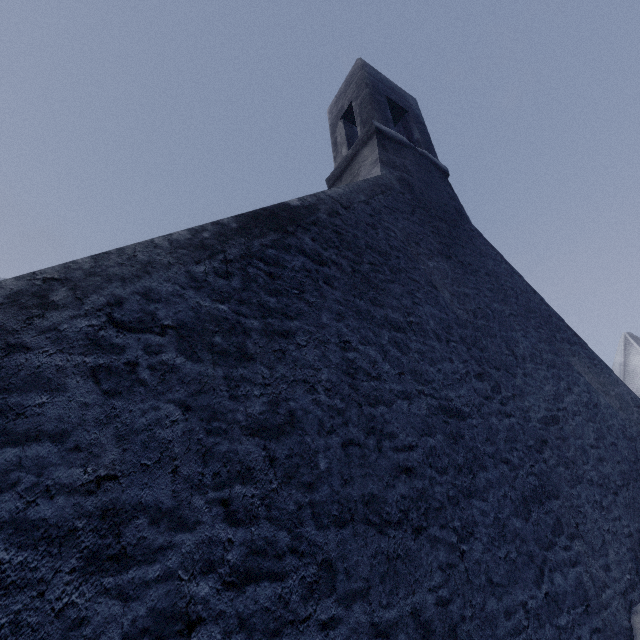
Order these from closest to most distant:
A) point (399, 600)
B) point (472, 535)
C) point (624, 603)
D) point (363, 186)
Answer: point (399, 600) → point (472, 535) → point (624, 603) → point (363, 186)
